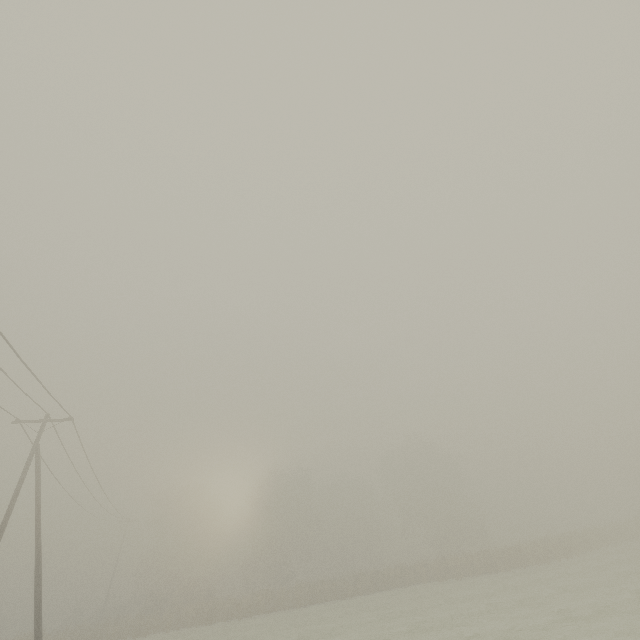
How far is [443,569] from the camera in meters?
32.2 m
